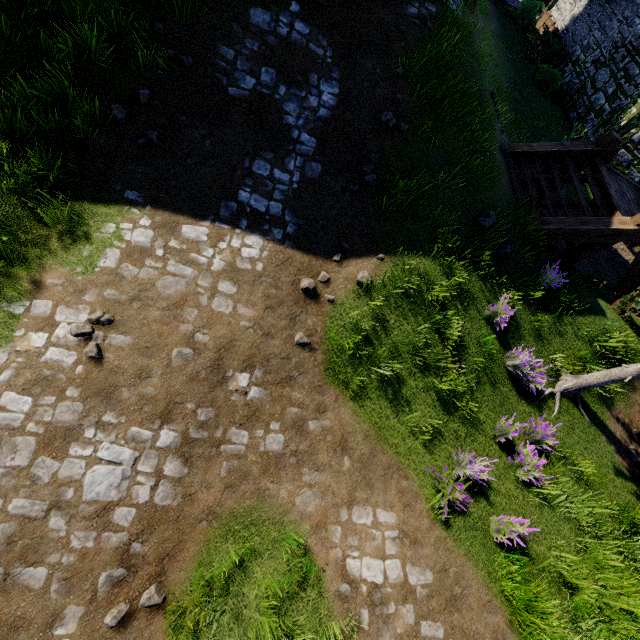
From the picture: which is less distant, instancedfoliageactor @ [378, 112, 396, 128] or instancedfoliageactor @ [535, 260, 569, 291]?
instancedfoliageactor @ [378, 112, 396, 128]

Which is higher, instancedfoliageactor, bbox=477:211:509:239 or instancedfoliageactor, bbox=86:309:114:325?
instancedfoliageactor, bbox=477:211:509:239

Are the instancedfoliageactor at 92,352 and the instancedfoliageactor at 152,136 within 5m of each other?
yes

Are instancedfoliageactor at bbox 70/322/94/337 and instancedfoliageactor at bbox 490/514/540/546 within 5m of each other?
no

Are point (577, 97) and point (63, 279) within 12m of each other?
no

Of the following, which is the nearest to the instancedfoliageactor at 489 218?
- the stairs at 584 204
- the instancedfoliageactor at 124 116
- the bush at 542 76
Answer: the stairs at 584 204

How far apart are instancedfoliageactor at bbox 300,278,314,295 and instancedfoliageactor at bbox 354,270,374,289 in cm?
83

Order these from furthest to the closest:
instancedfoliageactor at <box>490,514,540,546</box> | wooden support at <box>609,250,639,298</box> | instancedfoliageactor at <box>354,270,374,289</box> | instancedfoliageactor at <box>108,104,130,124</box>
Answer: wooden support at <box>609,250,639,298</box>
instancedfoliageactor at <box>354,270,374,289</box>
instancedfoliageactor at <box>108,104,130,124</box>
instancedfoliageactor at <box>490,514,540,546</box>
